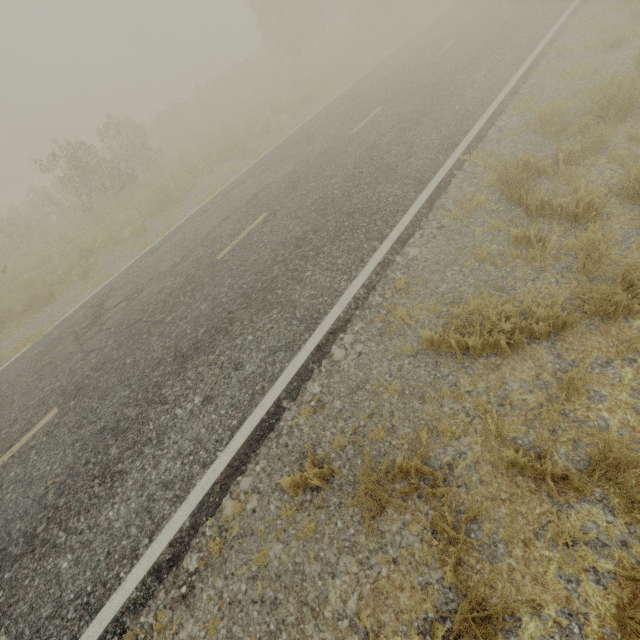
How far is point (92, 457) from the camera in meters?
4.6
